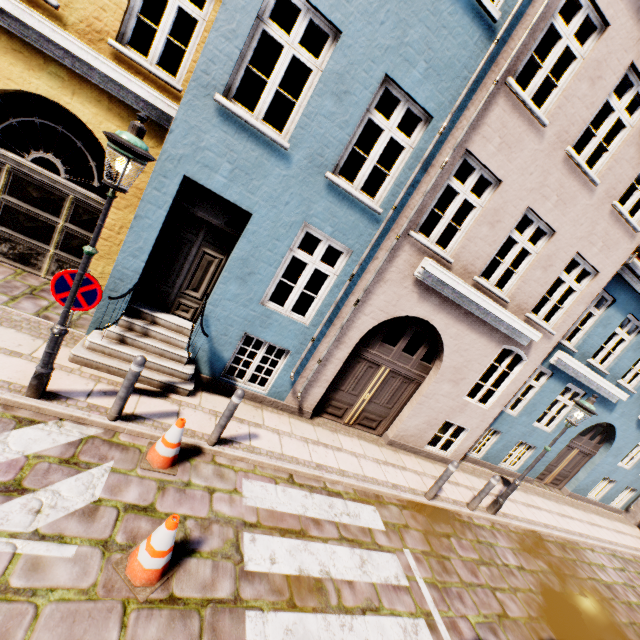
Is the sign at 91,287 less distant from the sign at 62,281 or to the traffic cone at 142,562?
the sign at 62,281

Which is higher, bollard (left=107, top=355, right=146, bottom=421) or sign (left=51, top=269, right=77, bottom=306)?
sign (left=51, top=269, right=77, bottom=306)

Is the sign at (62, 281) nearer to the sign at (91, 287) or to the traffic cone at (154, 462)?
the sign at (91, 287)

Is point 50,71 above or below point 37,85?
above

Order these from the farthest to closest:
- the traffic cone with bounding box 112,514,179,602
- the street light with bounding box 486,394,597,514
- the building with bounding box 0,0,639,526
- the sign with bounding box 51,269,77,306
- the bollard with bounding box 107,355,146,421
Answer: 1. the street light with bounding box 486,394,597,514
2. the building with bounding box 0,0,639,526
3. the bollard with bounding box 107,355,146,421
4. the sign with bounding box 51,269,77,306
5. the traffic cone with bounding box 112,514,179,602

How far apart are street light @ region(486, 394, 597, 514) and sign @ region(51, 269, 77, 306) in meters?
9.9 m

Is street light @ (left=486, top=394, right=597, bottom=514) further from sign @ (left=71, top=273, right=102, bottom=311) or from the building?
sign @ (left=71, top=273, right=102, bottom=311)

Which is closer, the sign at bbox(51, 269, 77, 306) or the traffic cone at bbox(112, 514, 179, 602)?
the traffic cone at bbox(112, 514, 179, 602)
